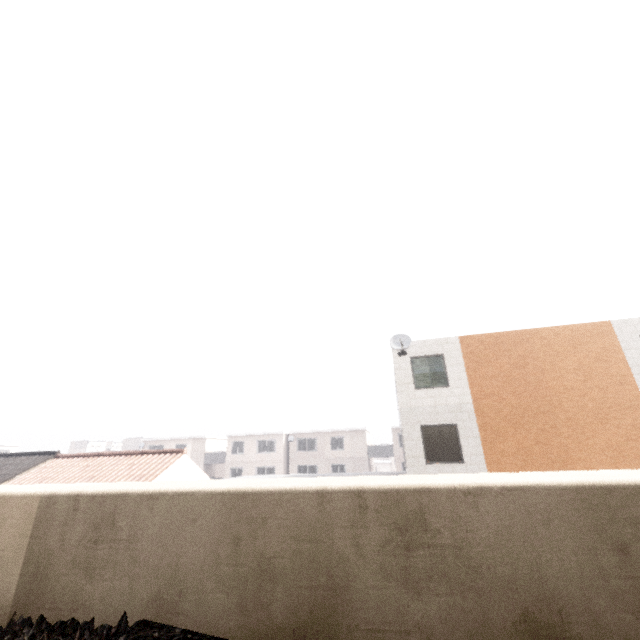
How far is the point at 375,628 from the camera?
2.03m

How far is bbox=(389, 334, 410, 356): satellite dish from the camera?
14.2 meters

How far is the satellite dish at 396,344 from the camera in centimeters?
1419cm

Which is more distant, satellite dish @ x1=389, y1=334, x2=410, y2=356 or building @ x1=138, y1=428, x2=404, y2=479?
building @ x1=138, y1=428, x2=404, y2=479

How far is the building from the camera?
37.0 meters

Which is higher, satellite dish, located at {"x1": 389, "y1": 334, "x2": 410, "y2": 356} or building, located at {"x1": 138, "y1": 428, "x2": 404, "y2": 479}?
satellite dish, located at {"x1": 389, "y1": 334, "x2": 410, "y2": 356}

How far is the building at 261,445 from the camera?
37.0 meters
